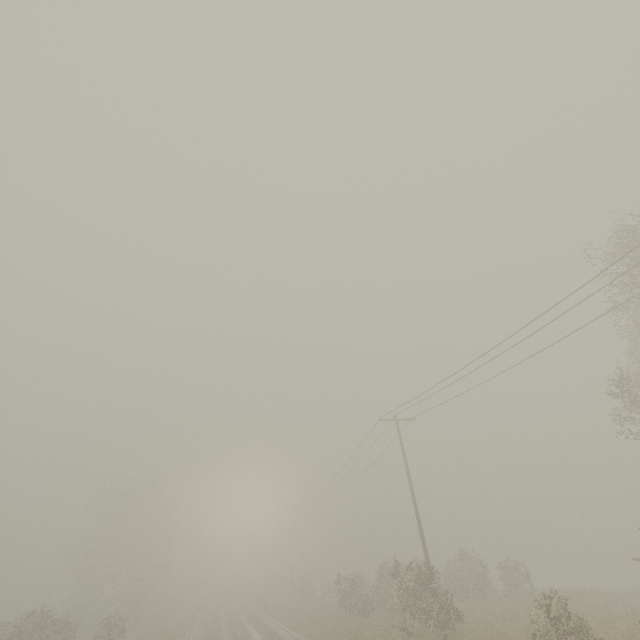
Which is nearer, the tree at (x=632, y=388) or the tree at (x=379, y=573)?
the tree at (x=632, y=388)

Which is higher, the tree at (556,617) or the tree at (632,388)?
the tree at (632,388)

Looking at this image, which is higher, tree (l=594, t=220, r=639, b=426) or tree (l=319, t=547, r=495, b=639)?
tree (l=594, t=220, r=639, b=426)

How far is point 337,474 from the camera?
31.6m

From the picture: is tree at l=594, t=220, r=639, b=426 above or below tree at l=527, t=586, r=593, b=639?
above

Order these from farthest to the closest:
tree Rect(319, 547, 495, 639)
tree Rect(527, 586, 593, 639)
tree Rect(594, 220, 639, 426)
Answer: tree Rect(319, 547, 495, 639), tree Rect(594, 220, 639, 426), tree Rect(527, 586, 593, 639)

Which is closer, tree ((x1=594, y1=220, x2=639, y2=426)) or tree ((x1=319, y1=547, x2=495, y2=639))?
tree ((x1=594, y1=220, x2=639, y2=426))
